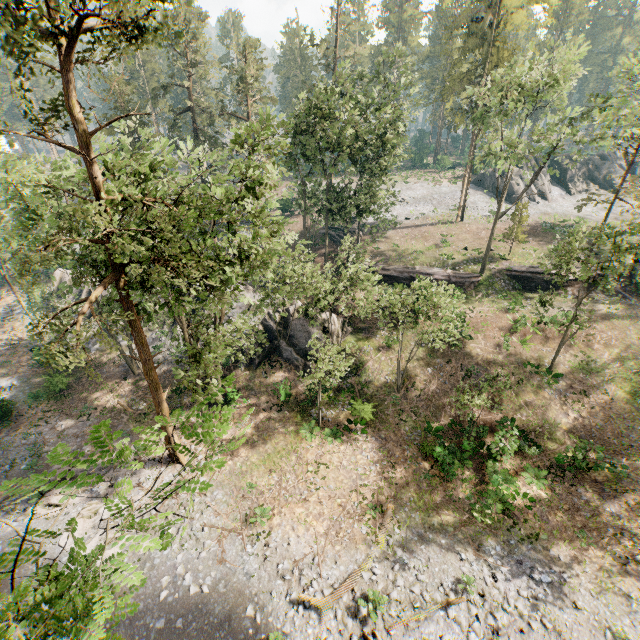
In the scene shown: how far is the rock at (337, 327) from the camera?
27.84m

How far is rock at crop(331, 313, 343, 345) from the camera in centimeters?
2784cm

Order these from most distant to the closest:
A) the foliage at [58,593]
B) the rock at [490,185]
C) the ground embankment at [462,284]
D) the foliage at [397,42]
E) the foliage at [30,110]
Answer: the rock at [490,185] → the ground embankment at [462,284] → the foliage at [397,42] → the foliage at [30,110] → the foliage at [58,593]

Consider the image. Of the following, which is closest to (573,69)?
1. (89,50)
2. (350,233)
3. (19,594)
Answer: (350,233)

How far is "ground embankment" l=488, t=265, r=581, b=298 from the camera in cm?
3158

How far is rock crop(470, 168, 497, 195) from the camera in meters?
52.2 m

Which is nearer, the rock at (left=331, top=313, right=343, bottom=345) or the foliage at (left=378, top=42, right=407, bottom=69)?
the rock at (left=331, top=313, right=343, bottom=345)

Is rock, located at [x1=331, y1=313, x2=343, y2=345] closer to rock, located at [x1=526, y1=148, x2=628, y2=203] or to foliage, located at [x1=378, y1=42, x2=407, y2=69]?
foliage, located at [x1=378, y1=42, x2=407, y2=69]
